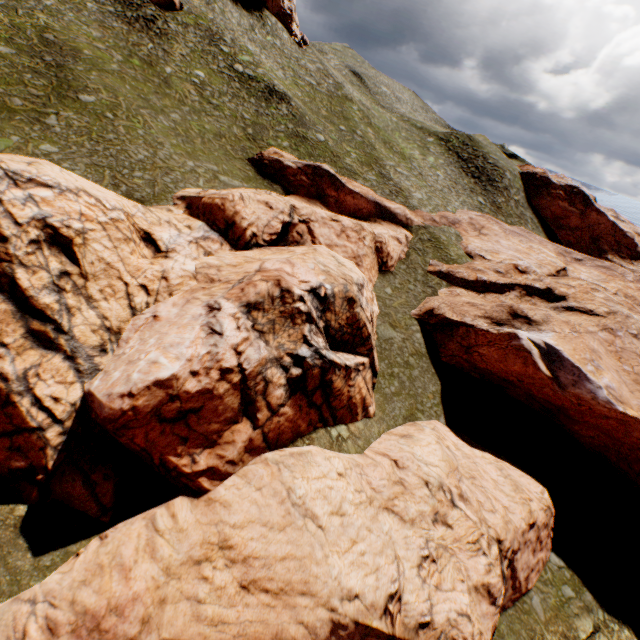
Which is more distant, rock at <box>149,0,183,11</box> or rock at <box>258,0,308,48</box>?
rock at <box>258,0,308,48</box>

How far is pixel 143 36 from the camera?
34.19m

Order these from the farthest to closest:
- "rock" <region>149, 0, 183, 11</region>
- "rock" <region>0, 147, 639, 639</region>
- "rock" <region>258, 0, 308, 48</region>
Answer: "rock" <region>258, 0, 308, 48</region> → "rock" <region>149, 0, 183, 11</region> → "rock" <region>0, 147, 639, 639</region>

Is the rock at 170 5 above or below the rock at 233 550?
above

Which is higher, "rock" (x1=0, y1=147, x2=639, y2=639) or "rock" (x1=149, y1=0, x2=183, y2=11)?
"rock" (x1=149, y1=0, x2=183, y2=11)

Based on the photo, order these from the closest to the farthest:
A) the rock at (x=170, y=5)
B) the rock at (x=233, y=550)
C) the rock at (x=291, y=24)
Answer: the rock at (x=233, y=550), the rock at (x=170, y=5), the rock at (x=291, y=24)

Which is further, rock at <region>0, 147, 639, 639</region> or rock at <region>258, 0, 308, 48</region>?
rock at <region>258, 0, 308, 48</region>
